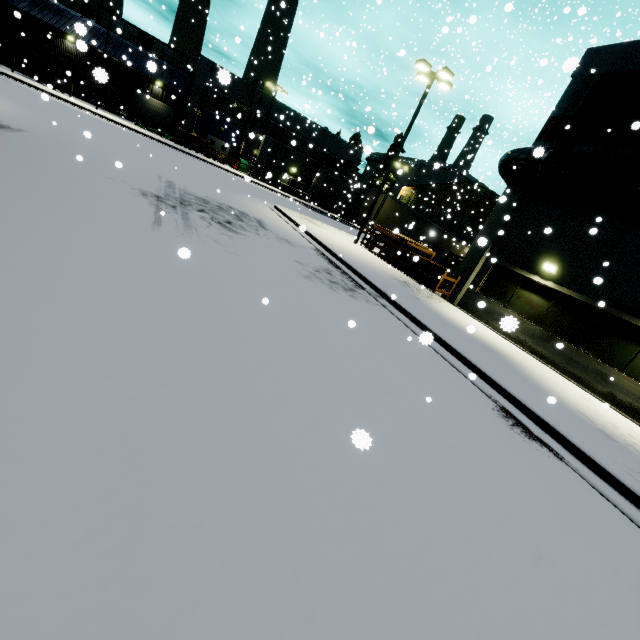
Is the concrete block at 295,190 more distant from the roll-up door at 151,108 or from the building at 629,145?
the roll-up door at 151,108

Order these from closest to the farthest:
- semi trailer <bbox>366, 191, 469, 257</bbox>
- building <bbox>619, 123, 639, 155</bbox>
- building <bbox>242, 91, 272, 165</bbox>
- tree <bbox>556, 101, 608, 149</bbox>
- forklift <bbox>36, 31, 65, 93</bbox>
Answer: building <bbox>619, 123, 639, 155</bbox>
tree <bbox>556, 101, 608, 149</bbox>
semi trailer <bbox>366, 191, 469, 257</bbox>
forklift <bbox>36, 31, 65, 93</bbox>
building <bbox>242, 91, 272, 165</bbox>

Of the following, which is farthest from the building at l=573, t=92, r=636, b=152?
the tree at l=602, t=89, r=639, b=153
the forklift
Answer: the forklift

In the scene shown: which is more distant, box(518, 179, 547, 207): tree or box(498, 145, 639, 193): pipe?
box(518, 179, 547, 207): tree

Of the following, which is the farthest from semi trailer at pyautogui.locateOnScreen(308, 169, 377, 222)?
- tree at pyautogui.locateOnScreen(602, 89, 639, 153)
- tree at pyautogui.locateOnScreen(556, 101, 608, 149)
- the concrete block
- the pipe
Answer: tree at pyautogui.locateOnScreen(556, 101, 608, 149)

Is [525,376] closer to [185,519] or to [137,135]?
[185,519]

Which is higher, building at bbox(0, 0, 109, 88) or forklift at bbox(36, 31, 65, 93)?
building at bbox(0, 0, 109, 88)

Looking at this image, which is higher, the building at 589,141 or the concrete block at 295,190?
the building at 589,141
